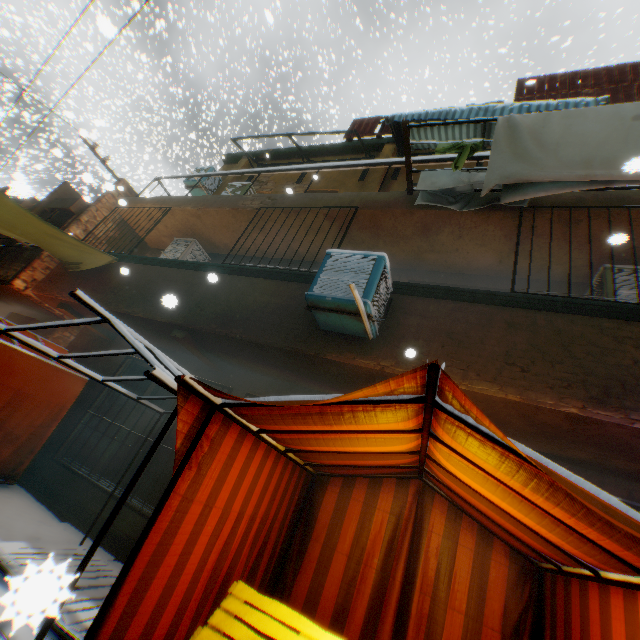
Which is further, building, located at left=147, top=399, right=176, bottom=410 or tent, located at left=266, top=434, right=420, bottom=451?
building, located at left=147, top=399, right=176, bottom=410

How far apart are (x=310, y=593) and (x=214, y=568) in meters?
1.7

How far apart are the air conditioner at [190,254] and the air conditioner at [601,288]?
7.6m

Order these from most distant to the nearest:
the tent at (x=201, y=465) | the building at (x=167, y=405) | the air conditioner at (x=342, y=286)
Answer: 1. the building at (x=167, y=405)
2. the air conditioner at (x=342, y=286)
3. the tent at (x=201, y=465)

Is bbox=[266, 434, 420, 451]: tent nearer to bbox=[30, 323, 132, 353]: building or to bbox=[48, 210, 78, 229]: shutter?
bbox=[30, 323, 132, 353]: building

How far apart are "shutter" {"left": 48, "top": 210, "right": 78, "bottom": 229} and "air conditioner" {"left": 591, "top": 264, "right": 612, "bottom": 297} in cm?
1357

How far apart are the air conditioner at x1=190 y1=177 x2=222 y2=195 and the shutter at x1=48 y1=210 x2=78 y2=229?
4.0 meters

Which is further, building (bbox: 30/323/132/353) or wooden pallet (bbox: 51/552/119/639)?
building (bbox: 30/323/132/353)
